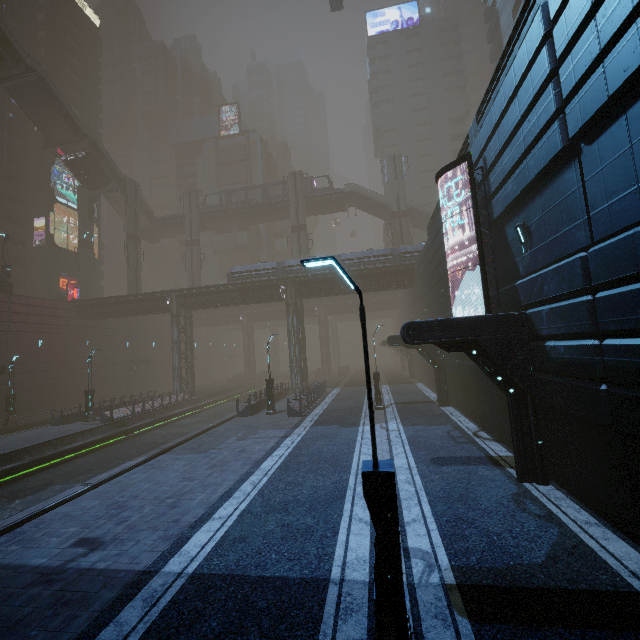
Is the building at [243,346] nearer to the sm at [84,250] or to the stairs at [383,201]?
the sm at [84,250]

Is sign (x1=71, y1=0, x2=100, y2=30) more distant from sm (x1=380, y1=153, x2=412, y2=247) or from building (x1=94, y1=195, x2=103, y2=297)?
Answer: sm (x1=380, y1=153, x2=412, y2=247)

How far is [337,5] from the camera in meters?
38.1 m

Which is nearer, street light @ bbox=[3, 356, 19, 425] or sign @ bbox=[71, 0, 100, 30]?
street light @ bbox=[3, 356, 19, 425]

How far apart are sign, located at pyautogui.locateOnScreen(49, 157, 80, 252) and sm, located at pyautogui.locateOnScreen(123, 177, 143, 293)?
12.2 meters

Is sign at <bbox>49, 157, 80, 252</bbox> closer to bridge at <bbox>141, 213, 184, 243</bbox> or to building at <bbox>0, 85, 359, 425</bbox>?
building at <bbox>0, 85, 359, 425</bbox>

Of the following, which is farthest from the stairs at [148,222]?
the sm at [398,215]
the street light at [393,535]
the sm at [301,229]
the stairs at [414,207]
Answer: the street light at [393,535]

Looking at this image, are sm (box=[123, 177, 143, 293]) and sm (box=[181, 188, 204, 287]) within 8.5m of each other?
yes
